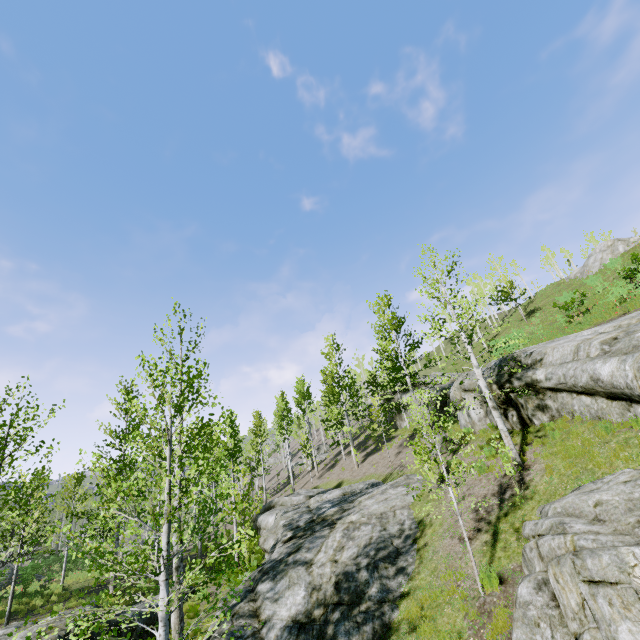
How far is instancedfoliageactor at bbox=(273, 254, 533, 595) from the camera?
9.04m

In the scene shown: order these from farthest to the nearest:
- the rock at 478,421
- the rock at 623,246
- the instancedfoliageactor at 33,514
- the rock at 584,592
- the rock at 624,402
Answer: the rock at 623,246 < the rock at 478,421 < the rock at 624,402 < the instancedfoliageactor at 33,514 < the rock at 584,592

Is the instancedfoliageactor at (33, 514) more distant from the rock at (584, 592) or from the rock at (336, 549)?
the rock at (584, 592)

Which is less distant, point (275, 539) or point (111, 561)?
point (111, 561)

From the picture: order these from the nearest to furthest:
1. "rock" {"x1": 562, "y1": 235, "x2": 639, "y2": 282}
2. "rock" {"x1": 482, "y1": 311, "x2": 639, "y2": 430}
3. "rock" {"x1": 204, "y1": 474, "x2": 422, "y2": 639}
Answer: "rock" {"x1": 204, "y1": 474, "x2": 422, "y2": 639} < "rock" {"x1": 482, "y1": 311, "x2": 639, "y2": 430} < "rock" {"x1": 562, "y1": 235, "x2": 639, "y2": 282}

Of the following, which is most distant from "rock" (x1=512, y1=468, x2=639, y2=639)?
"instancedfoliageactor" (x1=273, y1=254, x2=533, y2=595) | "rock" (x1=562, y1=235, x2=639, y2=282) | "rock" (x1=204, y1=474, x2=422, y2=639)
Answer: "rock" (x1=562, y1=235, x2=639, y2=282)

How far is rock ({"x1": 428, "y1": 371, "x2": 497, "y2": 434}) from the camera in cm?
1581

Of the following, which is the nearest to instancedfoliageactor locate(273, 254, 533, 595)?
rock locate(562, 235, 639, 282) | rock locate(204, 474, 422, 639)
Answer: rock locate(204, 474, 422, 639)
